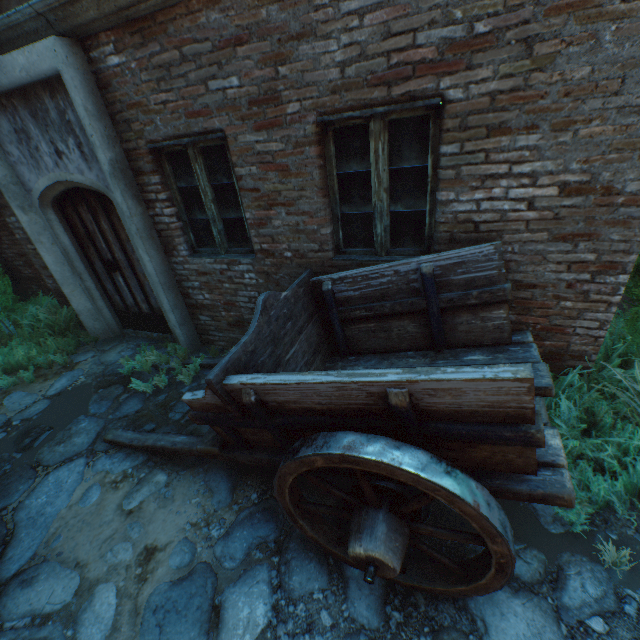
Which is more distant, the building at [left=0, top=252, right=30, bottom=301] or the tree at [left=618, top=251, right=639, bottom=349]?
the building at [left=0, top=252, right=30, bottom=301]

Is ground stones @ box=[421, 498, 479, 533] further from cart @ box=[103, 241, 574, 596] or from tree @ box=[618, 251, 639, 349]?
tree @ box=[618, 251, 639, 349]

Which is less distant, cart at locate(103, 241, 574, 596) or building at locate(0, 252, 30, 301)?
cart at locate(103, 241, 574, 596)

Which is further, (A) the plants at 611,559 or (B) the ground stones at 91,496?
(B) the ground stones at 91,496

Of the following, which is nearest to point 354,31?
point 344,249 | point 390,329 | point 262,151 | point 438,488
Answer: point 262,151

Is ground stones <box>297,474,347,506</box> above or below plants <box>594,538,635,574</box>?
below

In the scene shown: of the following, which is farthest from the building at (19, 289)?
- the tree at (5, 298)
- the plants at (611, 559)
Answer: the plants at (611, 559)

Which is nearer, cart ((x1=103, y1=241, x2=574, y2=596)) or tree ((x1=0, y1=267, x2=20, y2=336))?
cart ((x1=103, y1=241, x2=574, y2=596))
